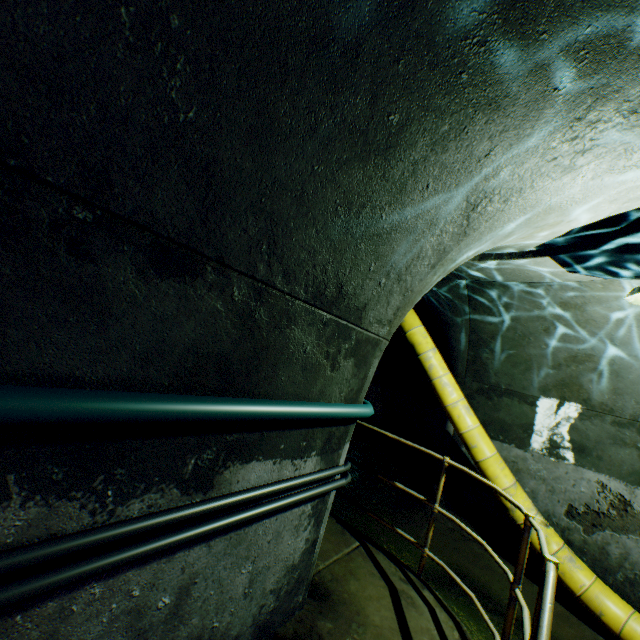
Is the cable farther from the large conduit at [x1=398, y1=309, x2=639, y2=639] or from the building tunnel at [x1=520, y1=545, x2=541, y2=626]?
the large conduit at [x1=398, y1=309, x2=639, y2=639]

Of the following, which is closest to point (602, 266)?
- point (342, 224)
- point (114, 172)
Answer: point (342, 224)

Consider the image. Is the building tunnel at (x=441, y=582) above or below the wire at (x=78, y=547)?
below

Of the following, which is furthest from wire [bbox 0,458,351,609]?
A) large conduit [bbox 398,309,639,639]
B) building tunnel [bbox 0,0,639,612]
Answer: large conduit [bbox 398,309,639,639]

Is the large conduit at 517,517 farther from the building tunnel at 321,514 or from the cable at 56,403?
the cable at 56,403

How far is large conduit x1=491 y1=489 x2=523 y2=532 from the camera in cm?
485

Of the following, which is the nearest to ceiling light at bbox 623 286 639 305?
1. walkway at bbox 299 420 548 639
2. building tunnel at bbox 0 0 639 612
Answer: building tunnel at bbox 0 0 639 612

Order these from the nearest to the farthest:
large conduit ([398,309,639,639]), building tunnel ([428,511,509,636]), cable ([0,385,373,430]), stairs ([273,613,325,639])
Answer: cable ([0,385,373,430])
stairs ([273,613,325,639])
large conduit ([398,309,639,639])
building tunnel ([428,511,509,636])
